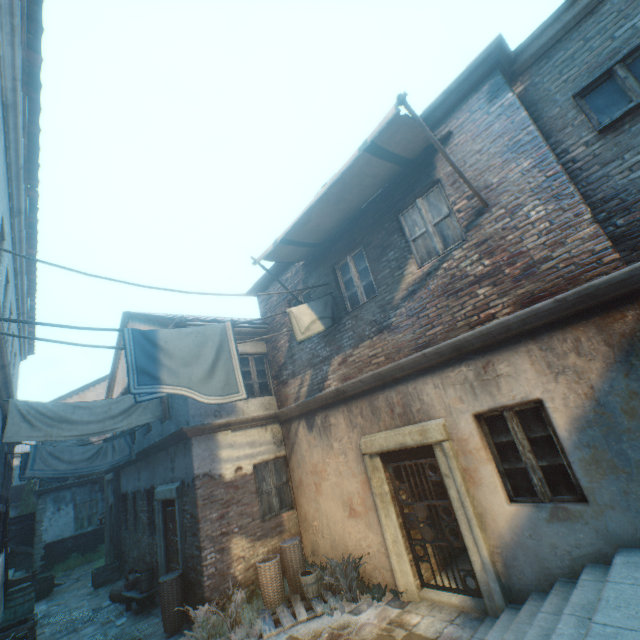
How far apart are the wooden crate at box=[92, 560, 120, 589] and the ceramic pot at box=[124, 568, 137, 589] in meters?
3.8 m

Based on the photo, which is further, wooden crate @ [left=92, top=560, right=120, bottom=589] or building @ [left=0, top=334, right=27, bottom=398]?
wooden crate @ [left=92, top=560, right=120, bottom=589]

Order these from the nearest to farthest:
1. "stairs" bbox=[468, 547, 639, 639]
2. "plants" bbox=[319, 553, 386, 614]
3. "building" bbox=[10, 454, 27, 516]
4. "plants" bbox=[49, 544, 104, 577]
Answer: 1. "stairs" bbox=[468, 547, 639, 639]
2. "plants" bbox=[319, 553, 386, 614]
3. "plants" bbox=[49, 544, 104, 577]
4. "building" bbox=[10, 454, 27, 516]

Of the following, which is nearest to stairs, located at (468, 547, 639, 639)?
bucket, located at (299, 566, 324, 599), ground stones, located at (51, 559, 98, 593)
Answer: bucket, located at (299, 566, 324, 599)

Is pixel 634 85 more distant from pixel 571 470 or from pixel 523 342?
pixel 571 470

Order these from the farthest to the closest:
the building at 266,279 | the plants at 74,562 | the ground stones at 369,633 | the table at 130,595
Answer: the plants at 74,562 → the building at 266,279 → the table at 130,595 → the ground stones at 369,633

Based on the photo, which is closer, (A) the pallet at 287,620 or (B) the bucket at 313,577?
(A) the pallet at 287,620

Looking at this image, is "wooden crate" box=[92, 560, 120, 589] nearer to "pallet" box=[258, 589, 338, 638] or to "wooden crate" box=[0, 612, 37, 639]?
"wooden crate" box=[0, 612, 37, 639]
